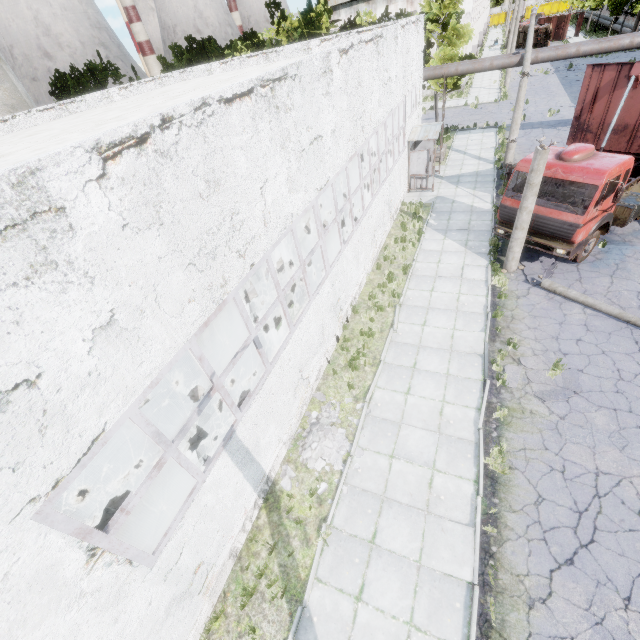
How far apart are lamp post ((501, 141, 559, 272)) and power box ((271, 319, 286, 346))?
8.0 meters

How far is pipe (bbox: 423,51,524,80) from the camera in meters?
18.2 m

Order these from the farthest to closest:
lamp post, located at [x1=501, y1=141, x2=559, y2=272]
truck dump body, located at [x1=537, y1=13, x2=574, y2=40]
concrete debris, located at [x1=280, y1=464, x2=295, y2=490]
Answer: truck dump body, located at [x1=537, y1=13, x2=574, y2=40] → lamp post, located at [x1=501, y1=141, x2=559, y2=272] → concrete debris, located at [x1=280, y1=464, x2=295, y2=490]

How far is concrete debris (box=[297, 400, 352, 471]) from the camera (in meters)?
8.48

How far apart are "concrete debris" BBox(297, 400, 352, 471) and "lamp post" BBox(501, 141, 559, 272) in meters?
7.8

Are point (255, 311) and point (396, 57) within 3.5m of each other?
no

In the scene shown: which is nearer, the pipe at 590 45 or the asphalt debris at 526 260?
the asphalt debris at 526 260

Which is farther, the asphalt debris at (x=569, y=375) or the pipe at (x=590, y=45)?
the pipe at (x=590, y=45)
